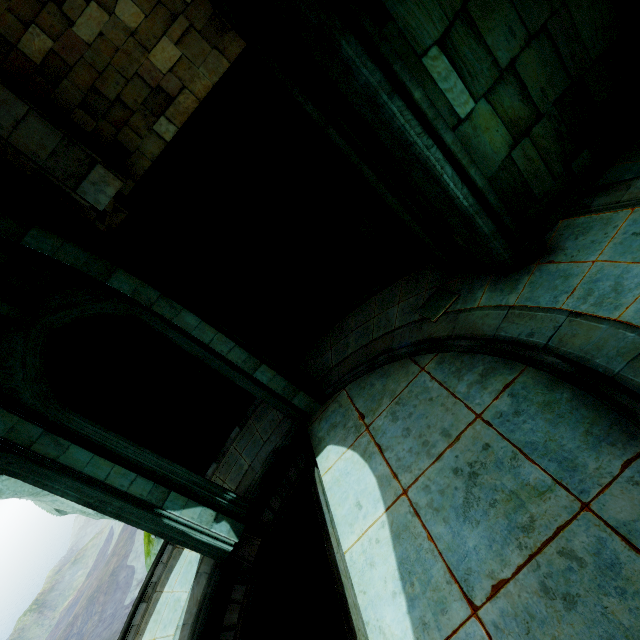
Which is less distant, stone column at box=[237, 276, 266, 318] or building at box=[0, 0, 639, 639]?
building at box=[0, 0, 639, 639]

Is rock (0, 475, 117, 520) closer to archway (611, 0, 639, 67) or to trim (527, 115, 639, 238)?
archway (611, 0, 639, 67)

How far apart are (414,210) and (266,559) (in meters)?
7.93

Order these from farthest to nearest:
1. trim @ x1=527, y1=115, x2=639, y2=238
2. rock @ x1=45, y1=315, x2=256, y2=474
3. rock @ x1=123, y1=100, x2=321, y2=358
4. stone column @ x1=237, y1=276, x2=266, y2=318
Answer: stone column @ x1=237, y1=276, x2=266, y2=318
rock @ x1=45, y1=315, x2=256, y2=474
rock @ x1=123, y1=100, x2=321, y2=358
trim @ x1=527, y1=115, x2=639, y2=238

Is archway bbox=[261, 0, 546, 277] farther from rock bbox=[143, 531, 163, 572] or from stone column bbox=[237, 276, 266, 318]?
stone column bbox=[237, 276, 266, 318]

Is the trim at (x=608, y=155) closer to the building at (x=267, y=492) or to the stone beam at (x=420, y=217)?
the building at (x=267, y=492)

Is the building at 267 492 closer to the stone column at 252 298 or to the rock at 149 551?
the rock at 149 551
